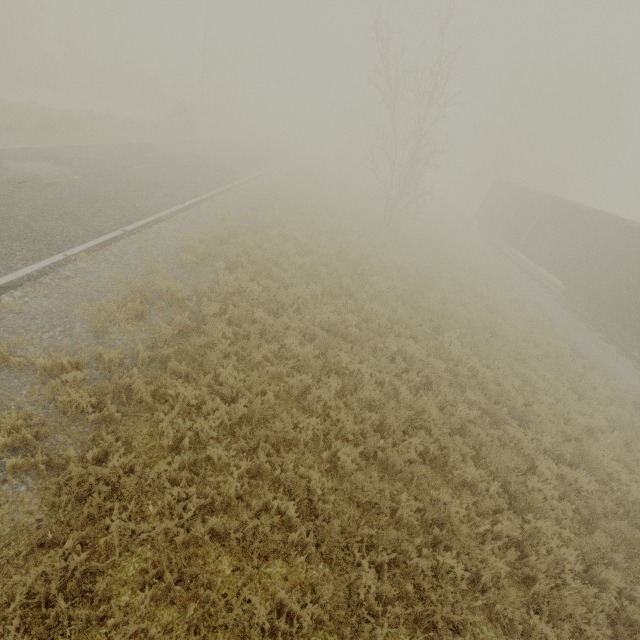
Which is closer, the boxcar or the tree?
the boxcar

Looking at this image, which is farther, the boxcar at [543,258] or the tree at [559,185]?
the tree at [559,185]

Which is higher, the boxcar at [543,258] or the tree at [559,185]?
the tree at [559,185]

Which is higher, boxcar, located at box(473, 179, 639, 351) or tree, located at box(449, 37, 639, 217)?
tree, located at box(449, 37, 639, 217)

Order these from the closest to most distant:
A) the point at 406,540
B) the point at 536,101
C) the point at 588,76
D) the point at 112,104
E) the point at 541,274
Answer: the point at 406,540 → the point at 541,274 → the point at 588,76 → the point at 112,104 → the point at 536,101
